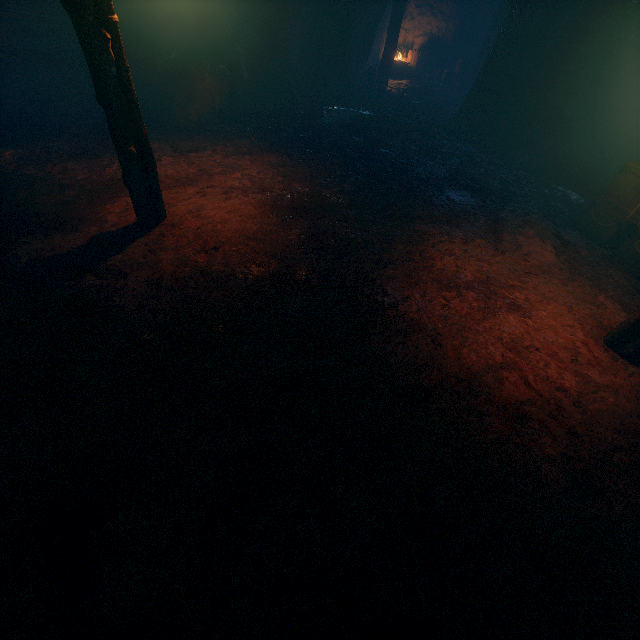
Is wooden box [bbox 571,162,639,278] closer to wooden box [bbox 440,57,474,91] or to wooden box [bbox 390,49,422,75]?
wooden box [bbox 440,57,474,91]

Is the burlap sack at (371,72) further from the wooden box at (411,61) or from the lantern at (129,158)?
the wooden box at (411,61)

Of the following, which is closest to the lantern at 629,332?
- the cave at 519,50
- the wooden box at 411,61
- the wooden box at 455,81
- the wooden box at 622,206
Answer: the wooden box at 622,206

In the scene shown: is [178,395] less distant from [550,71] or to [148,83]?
[148,83]

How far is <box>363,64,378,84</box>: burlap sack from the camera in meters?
15.4

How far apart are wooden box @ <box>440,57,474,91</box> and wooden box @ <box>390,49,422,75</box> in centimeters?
157cm

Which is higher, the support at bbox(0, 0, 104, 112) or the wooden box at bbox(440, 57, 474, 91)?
the support at bbox(0, 0, 104, 112)
